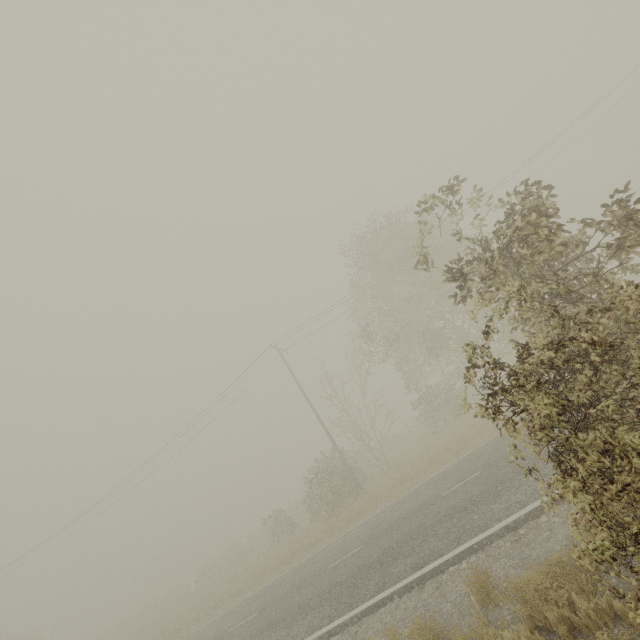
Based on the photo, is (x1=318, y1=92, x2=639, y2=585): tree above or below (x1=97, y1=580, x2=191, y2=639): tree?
above

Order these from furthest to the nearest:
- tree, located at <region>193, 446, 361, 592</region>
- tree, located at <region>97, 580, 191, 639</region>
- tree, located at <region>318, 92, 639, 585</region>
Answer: tree, located at <region>97, 580, 191, 639</region>
tree, located at <region>193, 446, 361, 592</region>
tree, located at <region>318, 92, 639, 585</region>

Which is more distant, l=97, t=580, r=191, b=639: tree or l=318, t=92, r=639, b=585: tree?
l=97, t=580, r=191, b=639: tree

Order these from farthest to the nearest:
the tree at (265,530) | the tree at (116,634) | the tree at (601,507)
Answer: the tree at (116,634) < the tree at (265,530) < the tree at (601,507)

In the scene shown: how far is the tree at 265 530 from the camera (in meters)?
19.80

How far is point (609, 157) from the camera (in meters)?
45.69
